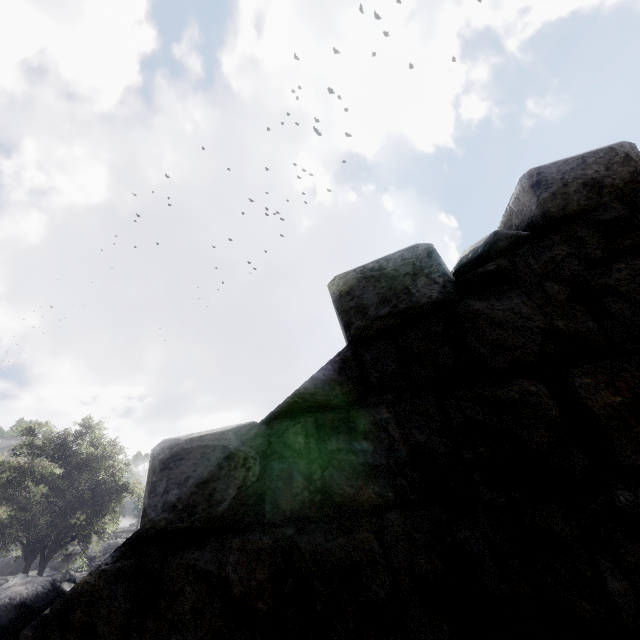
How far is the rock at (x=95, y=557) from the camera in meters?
29.4

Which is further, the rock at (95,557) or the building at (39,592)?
the rock at (95,557)

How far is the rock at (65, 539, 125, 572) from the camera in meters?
29.4

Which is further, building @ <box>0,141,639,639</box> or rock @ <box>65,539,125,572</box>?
rock @ <box>65,539,125,572</box>

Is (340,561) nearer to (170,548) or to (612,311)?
(170,548)

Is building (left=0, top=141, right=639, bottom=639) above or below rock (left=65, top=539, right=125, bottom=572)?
below
